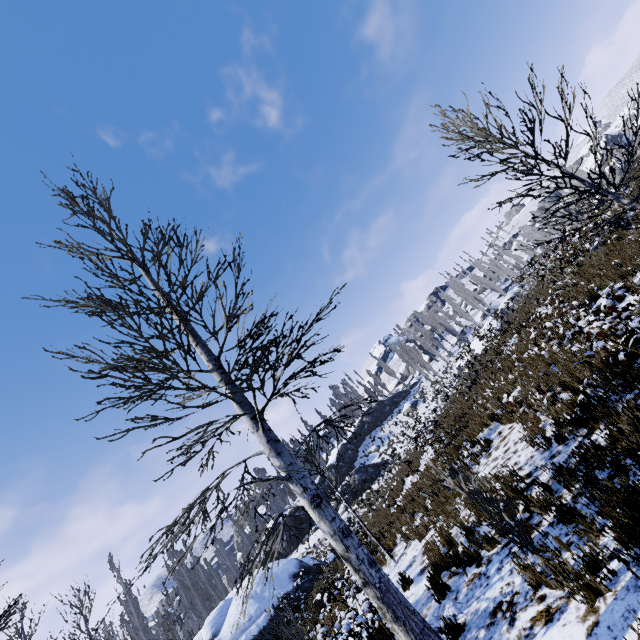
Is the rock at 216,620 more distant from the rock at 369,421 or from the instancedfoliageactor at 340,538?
the instancedfoliageactor at 340,538

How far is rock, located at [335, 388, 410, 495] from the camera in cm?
3541

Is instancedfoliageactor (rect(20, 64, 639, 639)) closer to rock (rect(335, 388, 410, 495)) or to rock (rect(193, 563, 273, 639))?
rock (rect(335, 388, 410, 495))

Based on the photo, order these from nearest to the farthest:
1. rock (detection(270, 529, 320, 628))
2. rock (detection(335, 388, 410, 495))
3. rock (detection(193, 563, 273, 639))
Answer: rock (detection(193, 563, 273, 639)) → rock (detection(270, 529, 320, 628)) → rock (detection(335, 388, 410, 495))

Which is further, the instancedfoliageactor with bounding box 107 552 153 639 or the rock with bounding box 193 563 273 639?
the instancedfoliageactor with bounding box 107 552 153 639

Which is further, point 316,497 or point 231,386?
point 231,386
